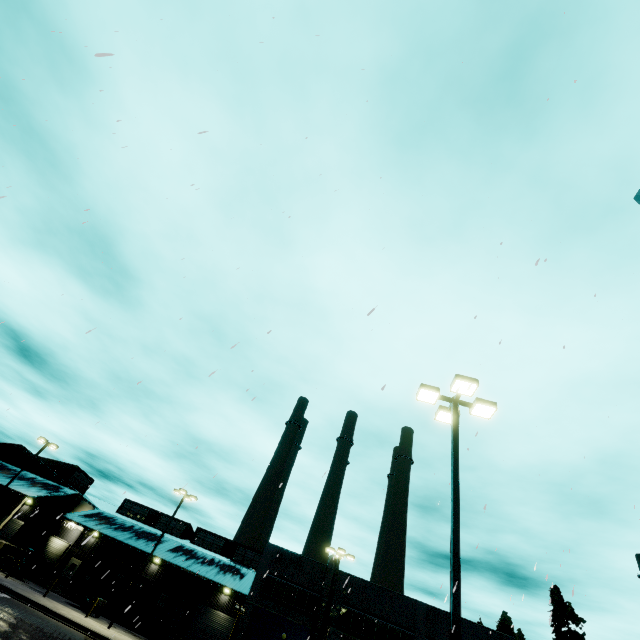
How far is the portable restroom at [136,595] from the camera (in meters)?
31.28

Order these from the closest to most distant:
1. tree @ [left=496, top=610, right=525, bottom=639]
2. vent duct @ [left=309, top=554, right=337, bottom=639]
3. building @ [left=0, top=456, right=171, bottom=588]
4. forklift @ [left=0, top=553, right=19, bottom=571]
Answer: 1. vent duct @ [left=309, top=554, right=337, bottom=639]
2. forklift @ [left=0, top=553, right=19, bottom=571]
3. building @ [left=0, top=456, right=171, bottom=588]
4. tree @ [left=496, top=610, right=525, bottom=639]

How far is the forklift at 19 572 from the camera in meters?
29.6 m

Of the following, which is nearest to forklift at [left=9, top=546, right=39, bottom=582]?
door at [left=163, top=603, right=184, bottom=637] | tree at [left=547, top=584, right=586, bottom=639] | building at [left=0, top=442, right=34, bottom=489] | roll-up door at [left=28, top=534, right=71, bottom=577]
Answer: building at [left=0, top=442, right=34, bottom=489]

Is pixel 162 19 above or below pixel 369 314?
above

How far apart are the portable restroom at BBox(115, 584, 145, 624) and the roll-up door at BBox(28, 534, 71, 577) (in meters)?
11.79

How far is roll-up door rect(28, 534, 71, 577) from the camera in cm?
3606

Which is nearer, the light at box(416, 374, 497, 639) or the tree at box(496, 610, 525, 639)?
the light at box(416, 374, 497, 639)
